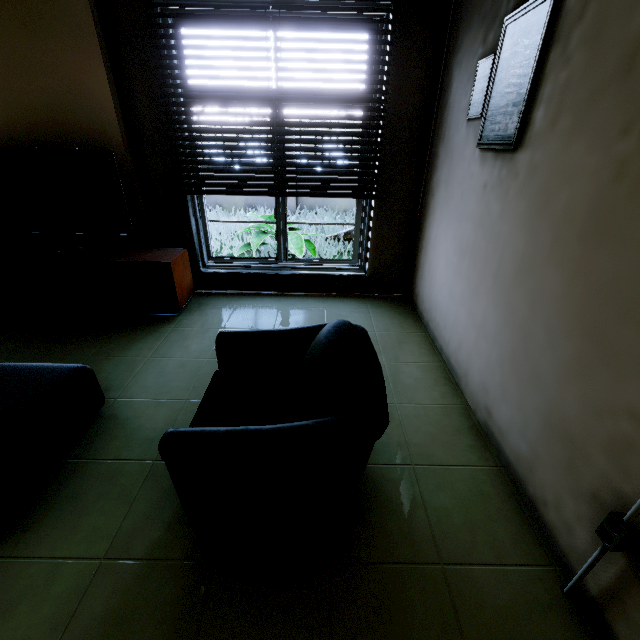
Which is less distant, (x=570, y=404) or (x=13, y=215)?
(x=570, y=404)

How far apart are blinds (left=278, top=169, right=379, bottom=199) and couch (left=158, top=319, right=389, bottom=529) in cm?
202

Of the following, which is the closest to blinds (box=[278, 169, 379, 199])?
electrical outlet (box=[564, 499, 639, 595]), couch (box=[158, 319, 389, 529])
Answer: couch (box=[158, 319, 389, 529])

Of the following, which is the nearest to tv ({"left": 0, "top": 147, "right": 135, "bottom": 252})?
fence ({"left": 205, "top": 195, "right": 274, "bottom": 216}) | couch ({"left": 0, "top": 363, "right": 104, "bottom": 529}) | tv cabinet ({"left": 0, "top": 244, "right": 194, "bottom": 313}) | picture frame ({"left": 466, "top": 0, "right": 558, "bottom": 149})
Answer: tv cabinet ({"left": 0, "top": 244, "right": 194, "bottom": 313})

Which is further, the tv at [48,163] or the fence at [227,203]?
the fence at [227,203]

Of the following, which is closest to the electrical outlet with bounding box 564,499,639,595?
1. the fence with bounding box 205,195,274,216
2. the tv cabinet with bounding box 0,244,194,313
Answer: the tv cabinet with bounding box 0,244,194,313

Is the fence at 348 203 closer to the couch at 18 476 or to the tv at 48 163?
the tv at 48 163

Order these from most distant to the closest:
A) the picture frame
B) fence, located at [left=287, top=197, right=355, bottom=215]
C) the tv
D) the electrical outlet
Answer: fence, located at [left=287, top=197, right=355, bottom=215] → the tv → the picture frame → the electrical outlet
